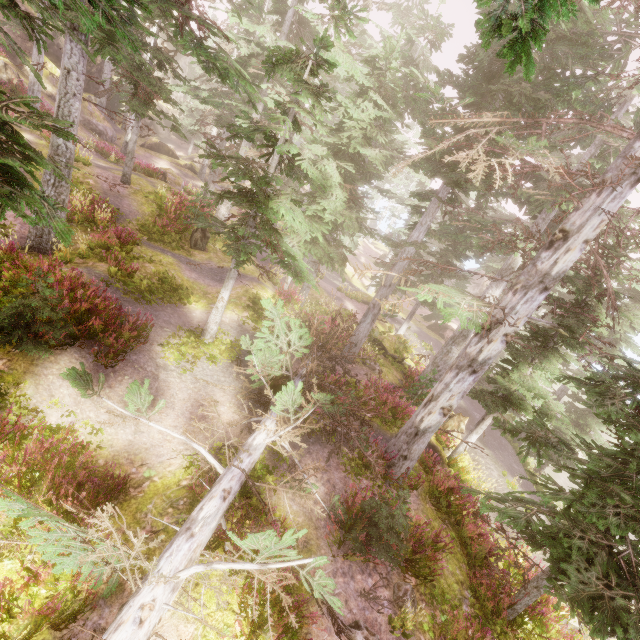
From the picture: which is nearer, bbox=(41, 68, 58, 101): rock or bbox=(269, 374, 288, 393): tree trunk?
bbox=(269, 374, 288, 393): tree trunk

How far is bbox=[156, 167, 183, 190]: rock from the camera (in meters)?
23.95

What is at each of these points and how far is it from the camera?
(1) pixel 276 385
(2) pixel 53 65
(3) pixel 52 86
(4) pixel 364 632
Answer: (1) tree trunk, 10.22m
(2) rock, 26.12m
(3) rock, 25.83m
(4) instancedfoliageactor, 5.76m

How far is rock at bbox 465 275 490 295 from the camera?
53.59m

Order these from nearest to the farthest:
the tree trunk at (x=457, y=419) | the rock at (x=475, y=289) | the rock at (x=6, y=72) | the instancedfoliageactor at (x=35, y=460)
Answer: the instancedfoliageactor at (x=35, y=460), the tree trunk at (x=457, y=419), the rock at (x=6, y=72), the rock at (x=475, y=289)

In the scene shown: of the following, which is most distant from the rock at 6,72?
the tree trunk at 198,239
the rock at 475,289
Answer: the rock at 475,289

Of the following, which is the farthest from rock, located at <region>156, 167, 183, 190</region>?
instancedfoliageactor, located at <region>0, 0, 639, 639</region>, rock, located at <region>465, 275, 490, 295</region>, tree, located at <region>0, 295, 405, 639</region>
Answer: rock, located at <region>465, 275, 490, 295</region>

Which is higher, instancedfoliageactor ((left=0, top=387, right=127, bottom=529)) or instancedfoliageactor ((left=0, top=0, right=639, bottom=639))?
instancedfoliageactor ((left=0, top=0, right=639, bottom=639))
